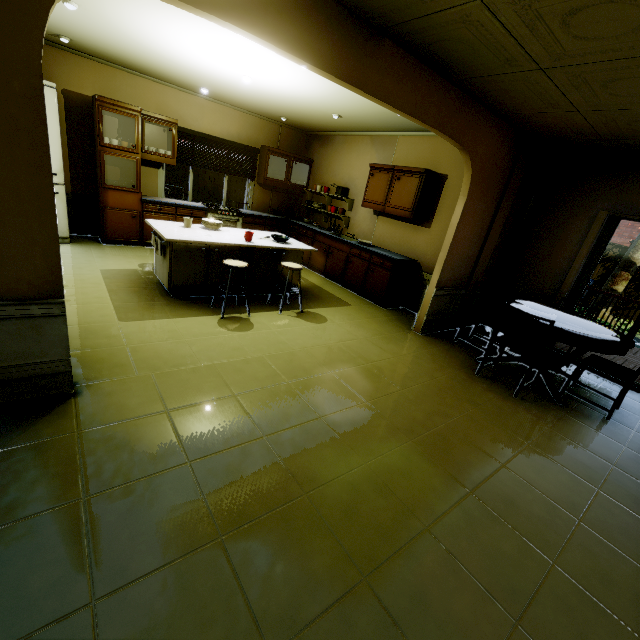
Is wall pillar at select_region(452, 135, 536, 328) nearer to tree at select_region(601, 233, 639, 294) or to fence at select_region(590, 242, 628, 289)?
tree at select_region(601, 233, 639, 294)

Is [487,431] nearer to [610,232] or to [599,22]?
[599,22]

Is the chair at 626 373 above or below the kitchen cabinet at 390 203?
below

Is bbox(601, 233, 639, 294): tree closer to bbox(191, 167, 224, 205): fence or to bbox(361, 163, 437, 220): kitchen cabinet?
bbox(191, 167, 224, 205): fence

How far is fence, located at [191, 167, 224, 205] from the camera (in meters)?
10.27

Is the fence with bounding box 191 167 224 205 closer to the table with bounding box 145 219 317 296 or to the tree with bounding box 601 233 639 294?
the tree with bounding box 601 233 639 294

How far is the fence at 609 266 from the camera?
10.6m

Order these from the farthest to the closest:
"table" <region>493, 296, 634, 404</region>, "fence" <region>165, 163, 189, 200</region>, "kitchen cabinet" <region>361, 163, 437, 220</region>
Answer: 1. "fence" <region>165, 163, 189, 200</region>
2. "kitchen cabinet" <region>361, 163, 437, 220</region>
3. "table" <region>493, 296, 634, 404</region>
